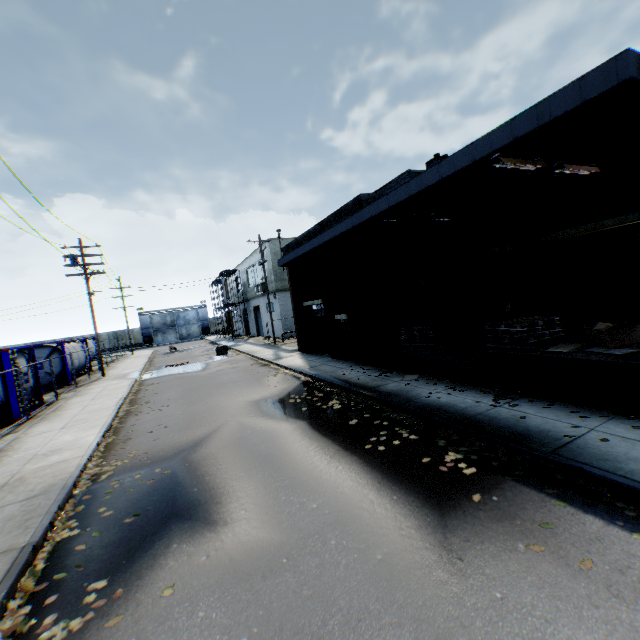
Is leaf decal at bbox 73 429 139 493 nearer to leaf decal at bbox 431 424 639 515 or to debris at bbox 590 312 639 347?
leaf decal at bbox 431 424 639 515

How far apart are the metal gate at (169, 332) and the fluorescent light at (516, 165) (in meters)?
60.11

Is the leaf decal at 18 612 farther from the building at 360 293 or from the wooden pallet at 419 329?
the wooden pallet at 419 329

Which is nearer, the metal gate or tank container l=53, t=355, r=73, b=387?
tank container l=53, t=355, r=73, b=387

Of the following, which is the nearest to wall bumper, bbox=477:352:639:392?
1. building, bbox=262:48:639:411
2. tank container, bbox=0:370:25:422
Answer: building, bbox=262:48:639:411

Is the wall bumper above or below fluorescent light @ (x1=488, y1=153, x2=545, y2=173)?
below

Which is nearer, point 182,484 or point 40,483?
point 182,484

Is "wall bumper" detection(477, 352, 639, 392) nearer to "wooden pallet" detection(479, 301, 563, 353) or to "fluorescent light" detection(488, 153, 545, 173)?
"wooden pallet" detection(479, 301, 563, 353)
